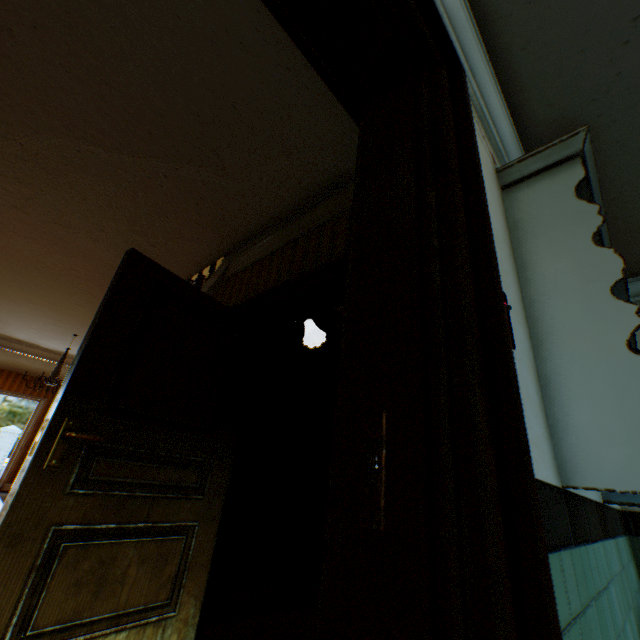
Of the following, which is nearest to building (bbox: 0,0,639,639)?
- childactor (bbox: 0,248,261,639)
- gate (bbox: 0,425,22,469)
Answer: childactor (bbox: 0,248,261,639)

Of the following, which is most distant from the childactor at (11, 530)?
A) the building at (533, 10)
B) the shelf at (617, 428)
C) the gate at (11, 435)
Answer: the gate at (11, 435)

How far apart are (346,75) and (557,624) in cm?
142

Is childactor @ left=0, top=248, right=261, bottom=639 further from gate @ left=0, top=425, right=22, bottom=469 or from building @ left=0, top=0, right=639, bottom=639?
gate @ left=0, top=425, right=22, bottom=469

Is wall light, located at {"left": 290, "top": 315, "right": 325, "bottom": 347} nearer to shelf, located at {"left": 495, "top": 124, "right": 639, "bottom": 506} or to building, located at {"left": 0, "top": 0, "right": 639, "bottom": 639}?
building, located at {"left": 0, "top": 0, "right": 639, "bottom": 639}

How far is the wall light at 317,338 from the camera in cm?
352

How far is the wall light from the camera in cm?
352

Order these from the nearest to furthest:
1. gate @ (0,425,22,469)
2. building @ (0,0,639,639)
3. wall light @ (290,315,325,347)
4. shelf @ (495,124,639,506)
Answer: building @ (0,0,639,639)
shelf @ (495,124,639,506)
wall light @ (290,315,325,347)
gate @ (0,425,22,469)
